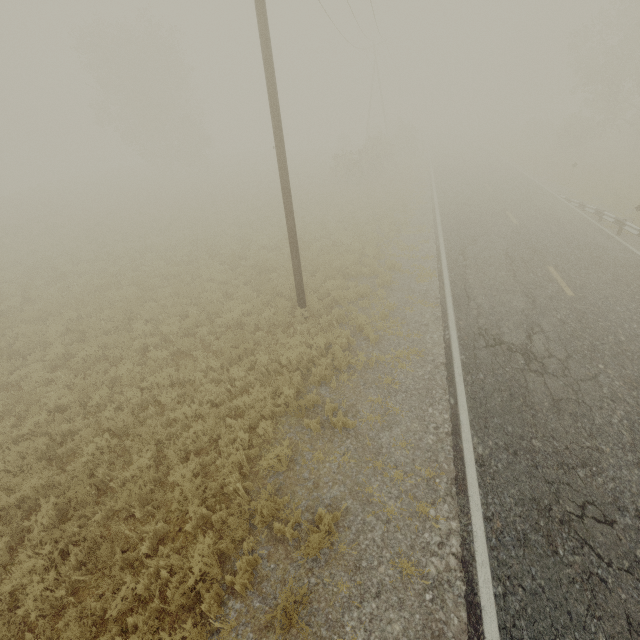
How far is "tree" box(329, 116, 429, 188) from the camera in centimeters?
2734cm

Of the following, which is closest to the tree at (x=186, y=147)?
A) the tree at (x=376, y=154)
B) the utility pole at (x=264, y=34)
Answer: the tree at (x=376, y=154)

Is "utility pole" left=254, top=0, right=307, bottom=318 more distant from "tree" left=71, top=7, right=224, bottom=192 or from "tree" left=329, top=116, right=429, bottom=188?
"tree" left=71, top=7, right=224, bottom=192

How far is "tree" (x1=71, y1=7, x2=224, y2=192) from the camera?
30.55m

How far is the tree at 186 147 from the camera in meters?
30.5 m

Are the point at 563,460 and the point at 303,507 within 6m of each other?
yes
